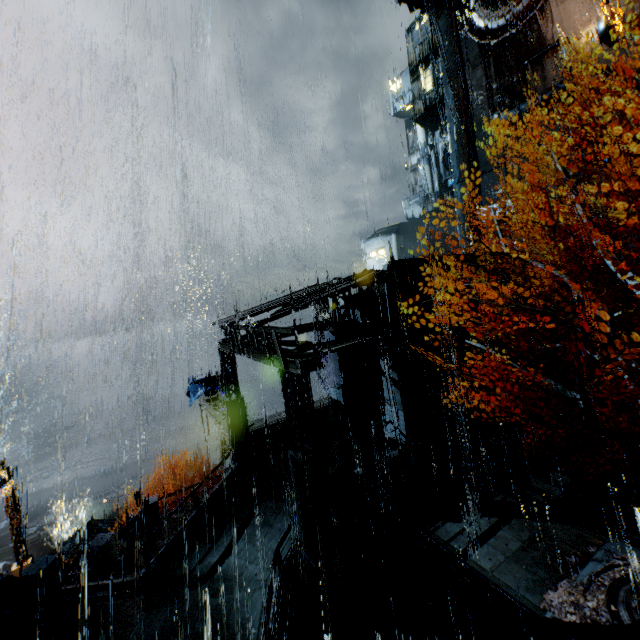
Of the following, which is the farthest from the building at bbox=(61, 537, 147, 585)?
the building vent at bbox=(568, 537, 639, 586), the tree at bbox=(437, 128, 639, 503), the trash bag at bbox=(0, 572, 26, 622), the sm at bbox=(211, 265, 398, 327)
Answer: the building vent at bbox=(568, 537, 639, 586)

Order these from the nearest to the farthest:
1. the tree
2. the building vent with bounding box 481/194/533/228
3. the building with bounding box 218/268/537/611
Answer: the tree < the building with bounding box 218/268/537/611 < the building vent with bounding box 481/194/533/228

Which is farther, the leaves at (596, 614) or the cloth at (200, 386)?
the cloth at (200, 386)

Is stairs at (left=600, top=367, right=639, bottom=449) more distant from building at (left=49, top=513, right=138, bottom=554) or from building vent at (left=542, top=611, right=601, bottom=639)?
building vent at (left=542, top=611, right=601, bottom=639)

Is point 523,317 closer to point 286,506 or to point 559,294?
point 559,294

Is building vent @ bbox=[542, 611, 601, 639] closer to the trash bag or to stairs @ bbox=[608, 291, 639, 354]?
stairs @ bbox=[608, 291, 639, 354]

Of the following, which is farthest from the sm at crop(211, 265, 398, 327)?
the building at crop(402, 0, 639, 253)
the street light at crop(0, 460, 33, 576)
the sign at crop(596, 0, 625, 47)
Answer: the sign at crop(596, 0, 625, 47)

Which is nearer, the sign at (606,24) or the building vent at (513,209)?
the sign at (606,24)
